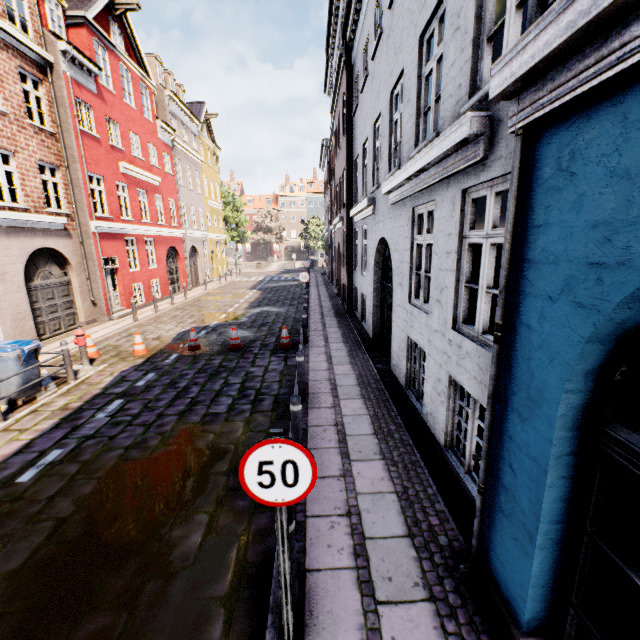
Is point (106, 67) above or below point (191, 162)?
above

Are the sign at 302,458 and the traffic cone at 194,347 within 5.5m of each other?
no

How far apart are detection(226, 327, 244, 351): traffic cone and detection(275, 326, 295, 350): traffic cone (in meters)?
1.06

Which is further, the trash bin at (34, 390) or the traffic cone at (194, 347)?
the traffic cone at (194, 347)

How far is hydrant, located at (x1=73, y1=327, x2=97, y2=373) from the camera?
8.8 meters

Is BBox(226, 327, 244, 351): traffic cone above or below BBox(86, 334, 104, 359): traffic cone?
below

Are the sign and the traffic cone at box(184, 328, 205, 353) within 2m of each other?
no

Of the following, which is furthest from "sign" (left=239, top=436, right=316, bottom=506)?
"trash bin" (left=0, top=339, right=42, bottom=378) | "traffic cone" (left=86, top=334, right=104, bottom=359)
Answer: "traffic cone" (left=86, top=334, right=104, bottom=359)
